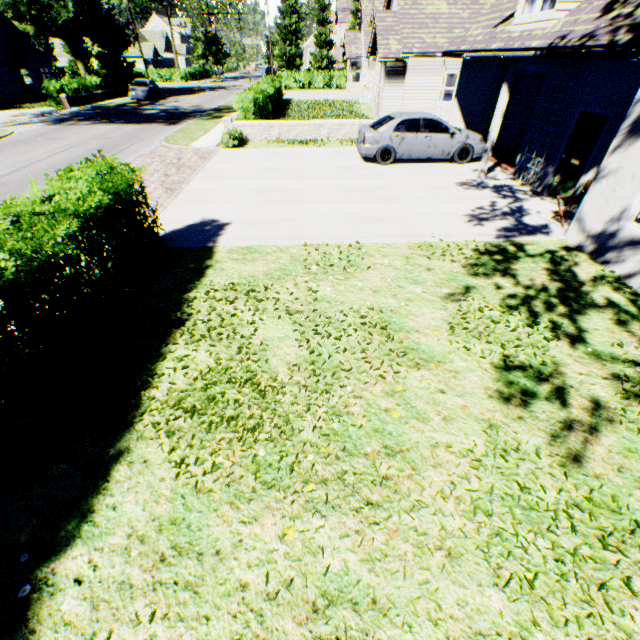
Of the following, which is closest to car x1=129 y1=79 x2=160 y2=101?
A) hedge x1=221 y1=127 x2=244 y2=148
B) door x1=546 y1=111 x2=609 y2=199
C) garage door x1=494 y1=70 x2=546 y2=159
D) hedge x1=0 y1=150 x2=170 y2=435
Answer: hedge x1=221 y1=127 x2=244 y2=148

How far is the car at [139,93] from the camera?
30.4 meters

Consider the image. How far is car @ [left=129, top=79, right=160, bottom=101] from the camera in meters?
30.4 m

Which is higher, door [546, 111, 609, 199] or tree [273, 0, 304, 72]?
tree [273, 0, 304, 72]

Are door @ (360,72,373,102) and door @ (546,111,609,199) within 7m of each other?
no

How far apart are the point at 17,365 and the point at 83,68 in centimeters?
4470cm

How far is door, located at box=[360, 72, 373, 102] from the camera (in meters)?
28.34

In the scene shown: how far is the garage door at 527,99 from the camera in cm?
1193
